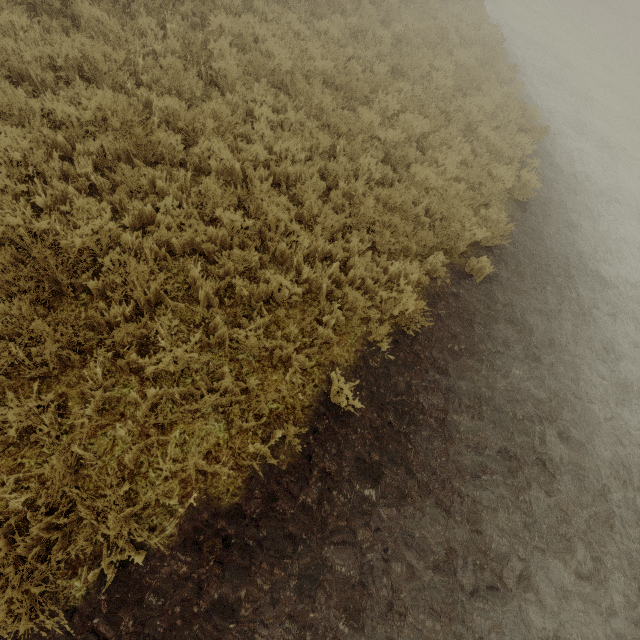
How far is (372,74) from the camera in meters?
8.3
